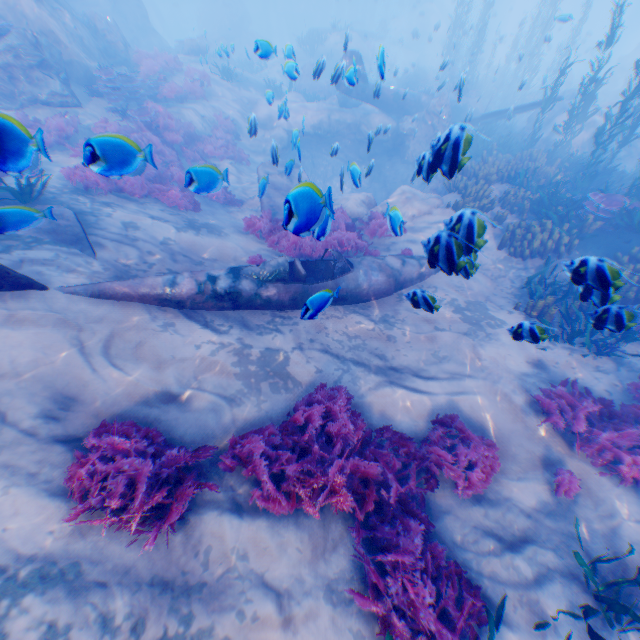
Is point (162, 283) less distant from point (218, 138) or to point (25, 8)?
point (218, 138)

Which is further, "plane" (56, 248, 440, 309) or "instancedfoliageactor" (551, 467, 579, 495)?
Answer: "plane" (56, 248, 440, 309)

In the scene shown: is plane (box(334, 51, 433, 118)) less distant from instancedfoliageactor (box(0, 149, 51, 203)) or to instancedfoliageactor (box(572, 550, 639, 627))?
instancedfoliageactor (box(0, 149, 51, 203))

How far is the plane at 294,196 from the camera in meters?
2.9 m

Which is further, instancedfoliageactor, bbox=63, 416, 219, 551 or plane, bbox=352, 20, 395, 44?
plane, bbox=352, 20, 395, 44

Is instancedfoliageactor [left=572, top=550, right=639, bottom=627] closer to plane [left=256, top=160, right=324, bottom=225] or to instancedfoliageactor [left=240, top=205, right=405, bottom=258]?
plane [left=256, top=160, right=324, bottom=225]

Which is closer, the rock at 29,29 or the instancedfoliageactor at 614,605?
the instancedfoliageactor at 614,605

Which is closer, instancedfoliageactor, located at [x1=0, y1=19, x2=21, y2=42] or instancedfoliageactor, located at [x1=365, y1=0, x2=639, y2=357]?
instancedfoliageactor, located at [x1=365, y1=0, x2=639, y2=357]
